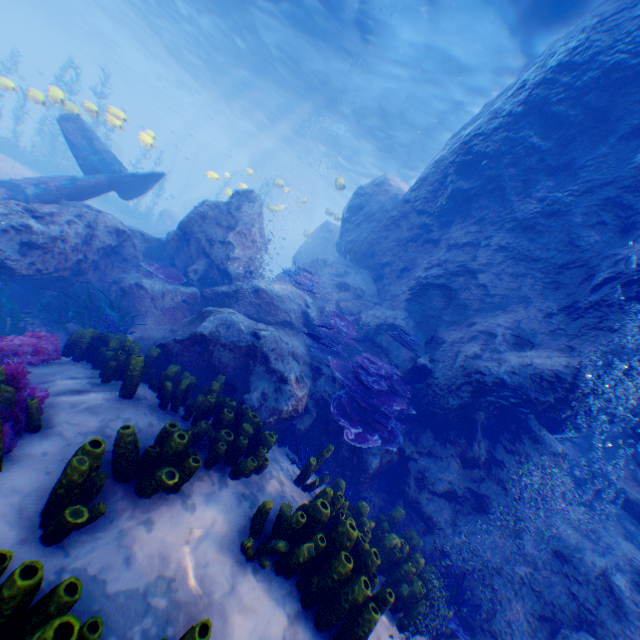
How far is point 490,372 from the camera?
5.5 meters

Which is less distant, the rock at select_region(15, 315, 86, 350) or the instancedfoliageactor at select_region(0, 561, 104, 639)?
the instancedfoliageactor at select_region(0, 561, 104, 639)

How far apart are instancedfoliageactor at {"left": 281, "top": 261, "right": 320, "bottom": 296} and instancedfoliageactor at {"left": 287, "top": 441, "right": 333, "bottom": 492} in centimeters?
559cm

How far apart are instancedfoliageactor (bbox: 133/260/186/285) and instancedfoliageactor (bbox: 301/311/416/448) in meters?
4.9

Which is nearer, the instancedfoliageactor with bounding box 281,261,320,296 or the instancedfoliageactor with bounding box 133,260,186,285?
the instancedfoliageactor with bounding box 133,260,186,285

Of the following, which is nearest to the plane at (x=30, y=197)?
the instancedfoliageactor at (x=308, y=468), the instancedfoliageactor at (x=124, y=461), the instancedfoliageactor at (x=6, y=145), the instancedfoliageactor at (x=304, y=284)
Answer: the instancedfoliageactor at (x=6, y=145)

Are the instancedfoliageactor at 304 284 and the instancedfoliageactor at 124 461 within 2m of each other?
no

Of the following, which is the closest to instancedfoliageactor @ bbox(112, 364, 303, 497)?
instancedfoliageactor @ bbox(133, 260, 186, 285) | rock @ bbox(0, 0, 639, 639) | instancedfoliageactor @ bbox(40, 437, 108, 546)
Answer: rock @ bbox(0, 0, 639, 639)
